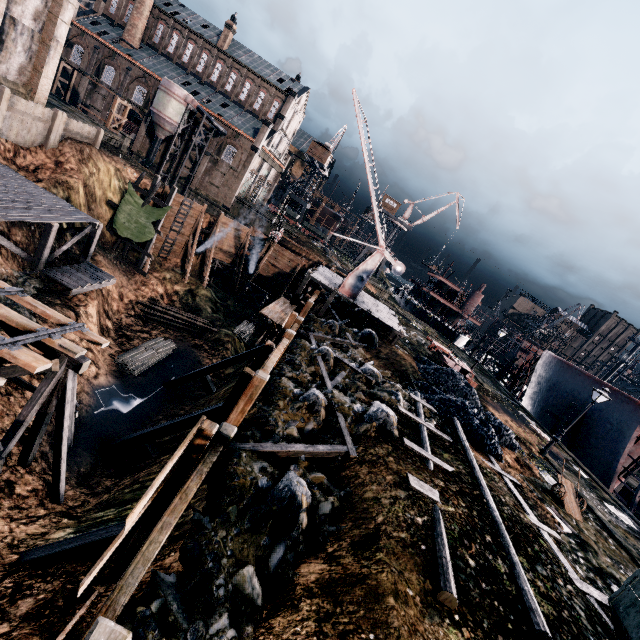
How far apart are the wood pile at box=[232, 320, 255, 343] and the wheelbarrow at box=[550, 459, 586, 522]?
30.8m

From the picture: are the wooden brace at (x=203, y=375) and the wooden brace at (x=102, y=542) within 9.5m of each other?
no

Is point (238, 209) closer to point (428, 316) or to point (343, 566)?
point (428, 316)

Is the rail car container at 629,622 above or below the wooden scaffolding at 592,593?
above

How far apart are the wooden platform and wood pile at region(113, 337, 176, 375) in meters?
13.4

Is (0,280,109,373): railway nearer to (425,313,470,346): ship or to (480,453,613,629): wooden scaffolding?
(480,453,613,629): wooden scaffolding

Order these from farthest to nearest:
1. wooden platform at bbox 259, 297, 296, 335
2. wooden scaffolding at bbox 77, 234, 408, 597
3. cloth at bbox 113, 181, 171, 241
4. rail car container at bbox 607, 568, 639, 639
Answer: cloth at bbox 113, 181, 171, 241 < wooden platform at bbox 259, 297, 296, 335 < rail car container at bbox 607, 568, 639, 639 < wooden scaffolding at bbox 77, 234, 408, 597

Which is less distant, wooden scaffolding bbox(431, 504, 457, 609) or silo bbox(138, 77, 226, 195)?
wooden scaffolding bbox(431, 504, 457, 609)
